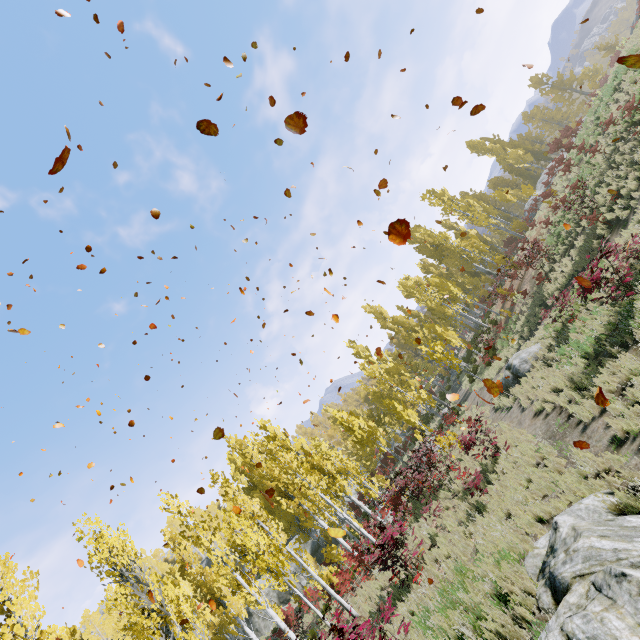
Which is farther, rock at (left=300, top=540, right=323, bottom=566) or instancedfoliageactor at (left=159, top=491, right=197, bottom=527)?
rock at (left=300, top=540, right=323, bottom=566)

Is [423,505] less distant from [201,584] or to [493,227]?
[201,584]

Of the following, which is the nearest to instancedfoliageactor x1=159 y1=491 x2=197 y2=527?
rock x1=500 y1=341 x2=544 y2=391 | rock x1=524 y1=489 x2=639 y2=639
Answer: rock x1=524 y1=489 x2=639 y2=639

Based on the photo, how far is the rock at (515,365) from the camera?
14.88m

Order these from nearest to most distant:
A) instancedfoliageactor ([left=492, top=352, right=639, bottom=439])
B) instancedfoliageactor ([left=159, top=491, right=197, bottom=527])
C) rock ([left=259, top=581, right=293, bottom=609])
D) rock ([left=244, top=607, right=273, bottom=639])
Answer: instancedfoliageactor ([left=492, top=352, right=639, bottom=439]), instancedfoliageactor ([left=159, top=491, right=197, bottom=527]), rock ([left=244, top=607, right=273, bottom=639]), rock ([left=259, top=581, right=293, bottom=609])

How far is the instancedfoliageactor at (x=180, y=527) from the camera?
14.39m
